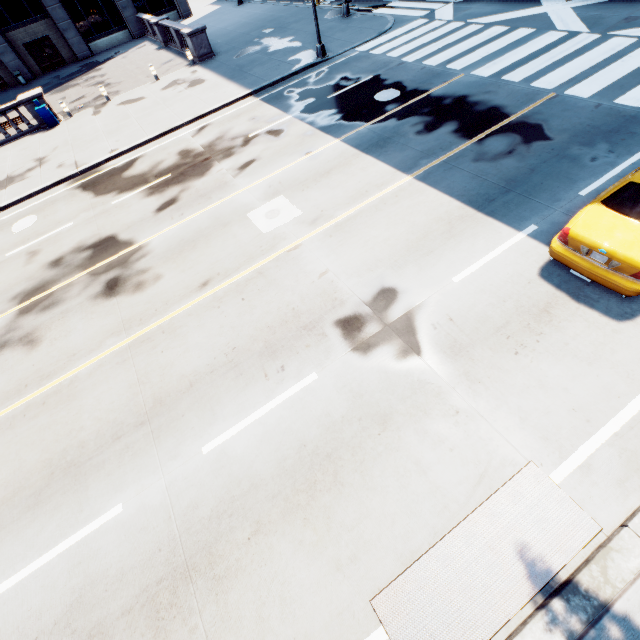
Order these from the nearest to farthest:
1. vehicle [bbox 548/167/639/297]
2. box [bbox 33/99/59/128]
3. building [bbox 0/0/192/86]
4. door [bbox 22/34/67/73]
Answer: vehicle [bbox 548/167/639/297] < box [bbox 33/99/59/128] < building [bbox 0/0/192/86] < door [bbox 22/34/67/73]

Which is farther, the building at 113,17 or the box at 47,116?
the building at 113,17

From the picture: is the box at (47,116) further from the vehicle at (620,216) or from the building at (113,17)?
the vehicle at (620,216)

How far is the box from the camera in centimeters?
1908cm

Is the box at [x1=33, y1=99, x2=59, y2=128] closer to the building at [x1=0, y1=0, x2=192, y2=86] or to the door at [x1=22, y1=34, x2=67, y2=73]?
the building at [x1=0, y1=0, x2=192, y2=86]

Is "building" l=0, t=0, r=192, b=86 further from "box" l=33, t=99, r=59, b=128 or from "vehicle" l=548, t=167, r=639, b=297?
"vehicle" l=548, t=167, r=639, b=297

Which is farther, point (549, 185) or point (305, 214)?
point (305, 214)

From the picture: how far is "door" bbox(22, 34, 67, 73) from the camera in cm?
3059
